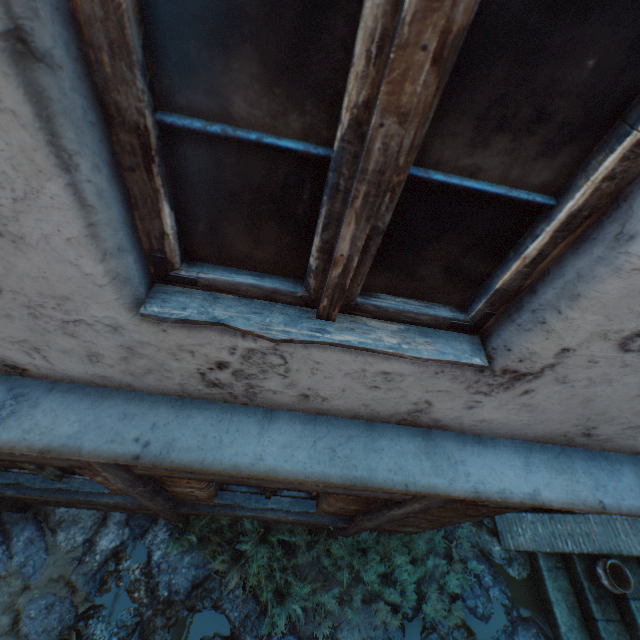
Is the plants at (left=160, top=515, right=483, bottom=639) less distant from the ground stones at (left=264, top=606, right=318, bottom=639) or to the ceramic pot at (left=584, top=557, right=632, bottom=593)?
the ground stones at (left=264, top=606, right=318, bottom=639)

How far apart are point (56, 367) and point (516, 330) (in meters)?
1.49

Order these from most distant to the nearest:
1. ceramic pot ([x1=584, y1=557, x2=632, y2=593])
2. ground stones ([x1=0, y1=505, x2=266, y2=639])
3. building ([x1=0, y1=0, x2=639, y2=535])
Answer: ceramic pot ([x1=584, y1=557, x2=632, y2=593])
ground stones ([x1=0, y1=505, x2=266, y2=639])
building ([x1=0, y1=0, x2=639, y2=535])

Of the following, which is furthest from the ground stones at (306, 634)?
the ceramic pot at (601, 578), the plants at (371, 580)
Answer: the ceramic pot at (601, 578)

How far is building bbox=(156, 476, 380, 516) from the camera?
2.6m

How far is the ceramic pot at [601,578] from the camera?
4.1 meters

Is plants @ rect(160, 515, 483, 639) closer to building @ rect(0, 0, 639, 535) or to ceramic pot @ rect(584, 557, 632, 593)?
building @ rect(0, 0, 639, 535)

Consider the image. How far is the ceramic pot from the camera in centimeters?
407cm
